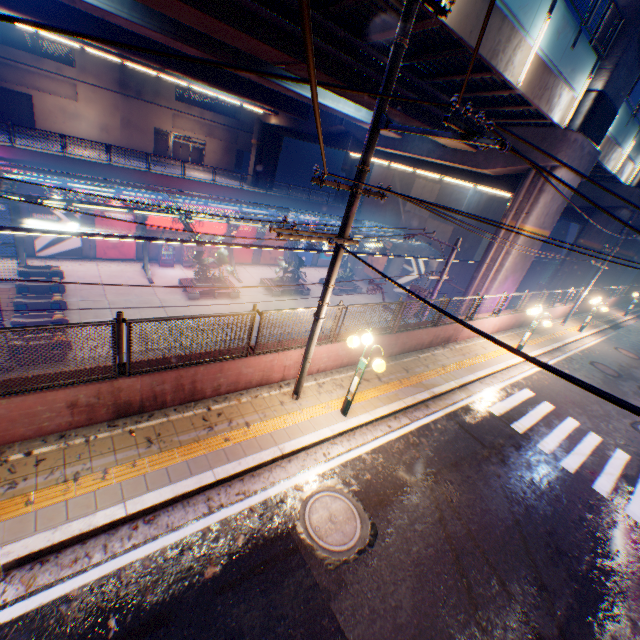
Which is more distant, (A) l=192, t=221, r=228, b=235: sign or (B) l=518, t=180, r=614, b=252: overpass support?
(A) l=192, t=221, r=228, b=235: sign

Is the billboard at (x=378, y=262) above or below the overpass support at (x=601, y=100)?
below

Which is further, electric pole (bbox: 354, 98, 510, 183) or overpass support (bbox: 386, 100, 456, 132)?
overpass support (bbox: 386, 100, 456, 132)

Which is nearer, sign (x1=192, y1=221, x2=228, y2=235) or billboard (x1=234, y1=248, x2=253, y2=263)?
sign (x1=192, y1=221, x2=228, y2=235)

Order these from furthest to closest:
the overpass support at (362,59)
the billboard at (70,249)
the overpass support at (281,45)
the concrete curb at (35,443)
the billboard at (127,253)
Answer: the billboard at (127,253) < the billboard at (70,249) < the overpass support at (362,59) < the overpass support at (281,45) < the concrete curb at (35,443)

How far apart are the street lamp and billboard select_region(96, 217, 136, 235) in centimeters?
2428cm

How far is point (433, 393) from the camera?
9.95m

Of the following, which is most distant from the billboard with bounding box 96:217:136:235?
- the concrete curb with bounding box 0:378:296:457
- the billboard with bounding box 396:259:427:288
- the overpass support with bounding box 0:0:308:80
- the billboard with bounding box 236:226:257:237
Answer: the billboard with bounding box 396:259:427:288
